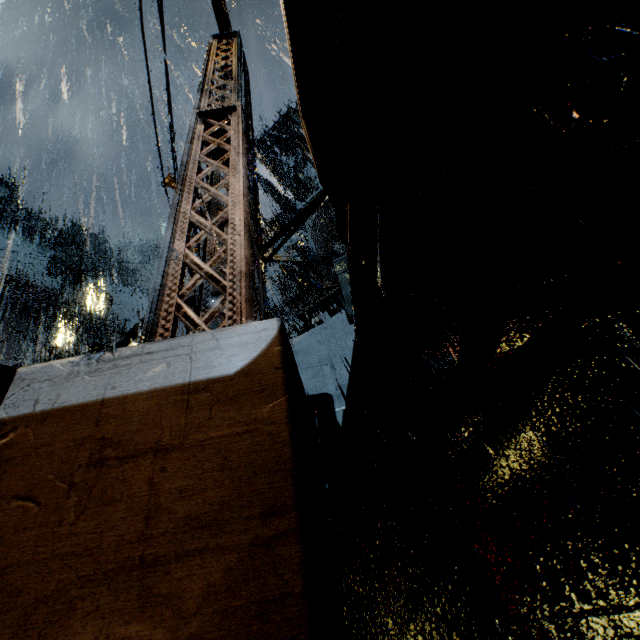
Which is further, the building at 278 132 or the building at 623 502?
the building at 278 132

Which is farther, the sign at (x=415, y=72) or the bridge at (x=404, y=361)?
the bridge at (x=404, y=361)

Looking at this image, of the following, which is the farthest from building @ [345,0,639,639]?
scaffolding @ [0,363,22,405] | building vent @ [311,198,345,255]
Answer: scaffolding @ [0,363,22,405]

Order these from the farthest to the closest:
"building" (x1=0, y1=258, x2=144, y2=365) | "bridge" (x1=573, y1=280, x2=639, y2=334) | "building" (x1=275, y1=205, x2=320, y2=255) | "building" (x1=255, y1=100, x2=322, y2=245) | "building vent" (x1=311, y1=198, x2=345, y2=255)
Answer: "building" (x1=0, y1=258, x2=144, y2=365) < "building" (x1=255, y1=100, x2=322, y2=245) < "building" (x1=275, y1=205, x2=320, y2=255) < "building vent" (x1=311, y1=198, x2=345, y2=255) < "bridge" (x1=573, y1=280, x2=639, y2=334)

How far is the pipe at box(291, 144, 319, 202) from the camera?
31.2m

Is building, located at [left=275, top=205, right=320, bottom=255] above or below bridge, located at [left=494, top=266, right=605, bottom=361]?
above

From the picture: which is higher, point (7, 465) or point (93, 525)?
point (7, 465)

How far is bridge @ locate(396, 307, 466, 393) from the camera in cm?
646
